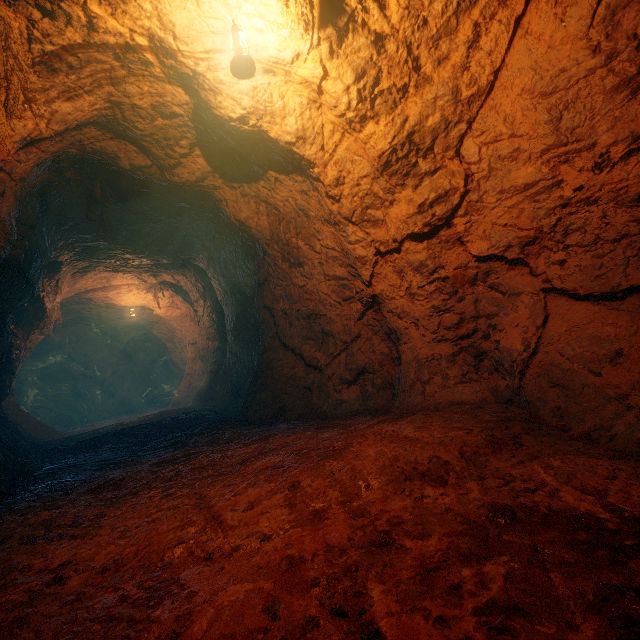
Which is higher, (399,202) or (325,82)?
(325,82)
